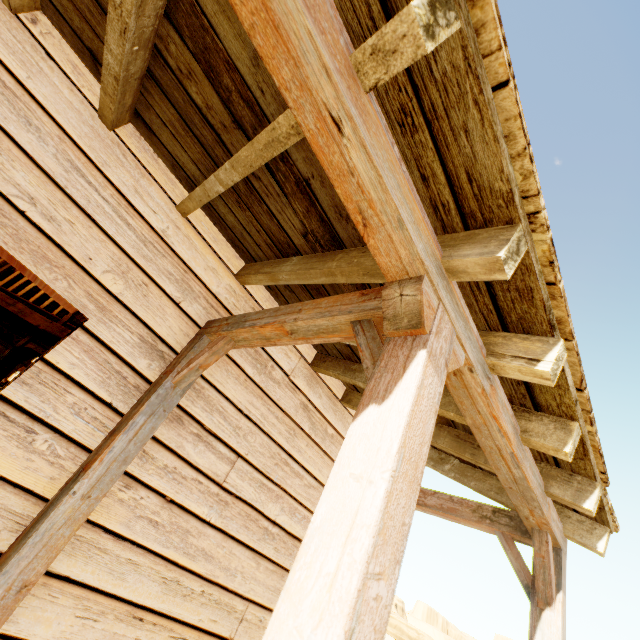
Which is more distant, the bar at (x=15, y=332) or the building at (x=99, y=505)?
the bar at (x=15, y=332)

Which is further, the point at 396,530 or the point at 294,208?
the point at 294,208

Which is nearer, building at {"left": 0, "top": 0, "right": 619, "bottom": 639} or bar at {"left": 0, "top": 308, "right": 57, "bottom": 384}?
building at {"left": 0, "top": 0, "right": 619, "bottom": 639}
